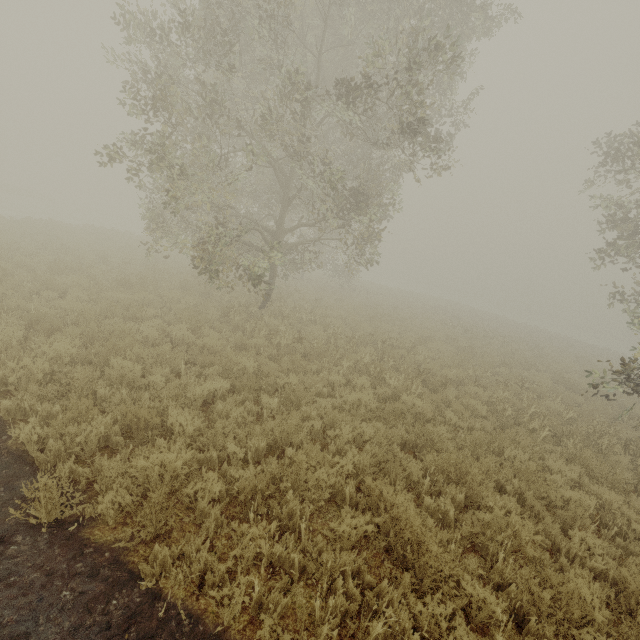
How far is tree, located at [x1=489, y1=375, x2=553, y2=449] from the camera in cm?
808

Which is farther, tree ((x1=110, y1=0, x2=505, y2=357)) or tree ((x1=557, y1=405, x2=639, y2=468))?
tree ((x1=110, y1=0, x2=505, y2=357))

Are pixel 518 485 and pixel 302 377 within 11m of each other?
yes

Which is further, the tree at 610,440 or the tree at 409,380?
the tree at 409,380

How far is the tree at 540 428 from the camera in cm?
808

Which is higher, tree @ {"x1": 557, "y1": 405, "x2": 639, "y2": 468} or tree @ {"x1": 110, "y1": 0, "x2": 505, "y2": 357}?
tree @ {"x1": 110, "y1": 0, "x2": 505, "y2": 357}
